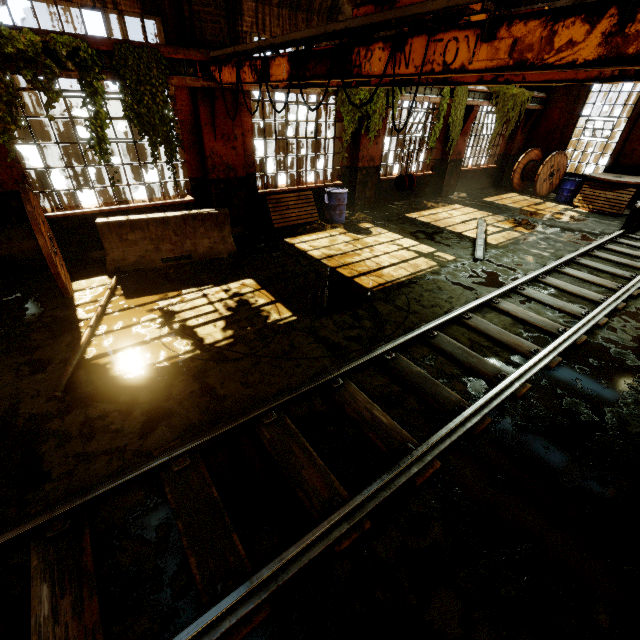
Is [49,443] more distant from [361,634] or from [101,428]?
[361,634]

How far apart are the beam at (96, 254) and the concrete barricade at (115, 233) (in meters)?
0.85

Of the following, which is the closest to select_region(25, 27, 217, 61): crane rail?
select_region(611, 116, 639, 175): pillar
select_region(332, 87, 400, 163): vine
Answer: select_region(332, 87, 400, 163): vine

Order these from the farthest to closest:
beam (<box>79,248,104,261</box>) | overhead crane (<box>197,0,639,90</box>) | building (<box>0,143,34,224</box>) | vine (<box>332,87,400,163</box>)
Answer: vine (<box>332,87,400,163</box>)
beam (<box>79,248,104,261</box>)
building (<box>0,143,34,224</box>)
overhead crane (<box>197,0,639,90</box>)

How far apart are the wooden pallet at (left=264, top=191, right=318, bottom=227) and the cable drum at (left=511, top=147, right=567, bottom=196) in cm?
1069

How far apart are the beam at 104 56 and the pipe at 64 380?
3.7m

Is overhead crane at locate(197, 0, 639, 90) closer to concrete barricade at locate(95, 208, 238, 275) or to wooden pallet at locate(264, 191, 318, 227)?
concrete barricade at locate(95, 208, 238, 275)

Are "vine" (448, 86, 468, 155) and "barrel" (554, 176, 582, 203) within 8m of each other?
yes
